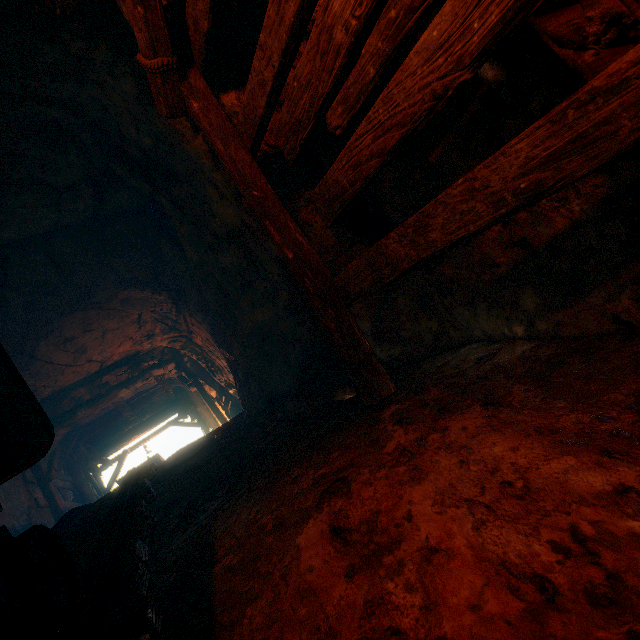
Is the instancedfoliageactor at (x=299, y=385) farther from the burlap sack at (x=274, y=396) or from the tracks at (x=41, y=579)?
the tracks at (x=41, y=579)

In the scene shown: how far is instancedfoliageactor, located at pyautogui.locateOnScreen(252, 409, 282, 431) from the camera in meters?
3.7

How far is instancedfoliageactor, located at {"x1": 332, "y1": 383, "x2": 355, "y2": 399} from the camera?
3.2 meters

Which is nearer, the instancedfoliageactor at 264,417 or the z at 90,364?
the instancedfoliageactor at 264,417

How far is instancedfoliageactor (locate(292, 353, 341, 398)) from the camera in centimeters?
369cm

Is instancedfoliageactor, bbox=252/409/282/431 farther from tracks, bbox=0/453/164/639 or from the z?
the z

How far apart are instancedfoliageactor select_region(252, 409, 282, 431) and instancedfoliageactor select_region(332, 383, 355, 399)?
0.9 meters

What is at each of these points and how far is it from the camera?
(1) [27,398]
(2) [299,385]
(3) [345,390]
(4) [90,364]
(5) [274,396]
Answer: (1) tracks, 1.62m
(2) instancedfoliageactor, 4.29m
(3) instancedfoliageactor, 3.21m
(4) z, 8.62m
(5) burlap sack, 5.17m
